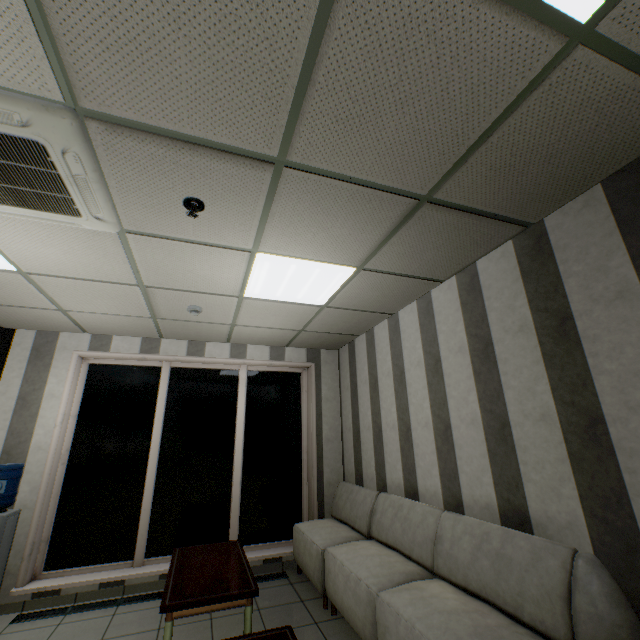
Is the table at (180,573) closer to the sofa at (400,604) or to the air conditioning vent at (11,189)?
the sofa at (400,604)

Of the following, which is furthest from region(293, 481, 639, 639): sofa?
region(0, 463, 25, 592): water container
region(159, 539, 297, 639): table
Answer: region(0, 463, 25, 592): water container

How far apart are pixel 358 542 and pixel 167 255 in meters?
3.7 m

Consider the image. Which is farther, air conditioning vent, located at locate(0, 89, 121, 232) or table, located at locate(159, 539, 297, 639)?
table, located at locate(159, 539, 297, 639)

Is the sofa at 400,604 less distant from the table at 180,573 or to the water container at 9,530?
the table at 180,573

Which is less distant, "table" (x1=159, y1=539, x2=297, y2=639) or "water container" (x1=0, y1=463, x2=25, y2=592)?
"table" (x1=159, y1=539, x2=297, y2=639)

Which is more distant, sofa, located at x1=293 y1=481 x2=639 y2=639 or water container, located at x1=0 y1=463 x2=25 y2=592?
water container, located at x1=0 y1=463 x2=25 y2=592

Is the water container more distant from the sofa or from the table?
the sofa
